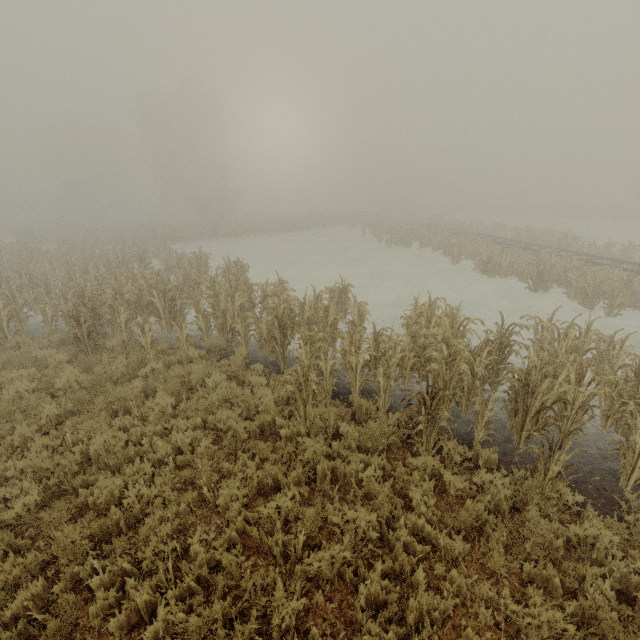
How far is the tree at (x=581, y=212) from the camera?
45.2 meters

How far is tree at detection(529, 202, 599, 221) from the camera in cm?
4519

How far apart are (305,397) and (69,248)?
26.4m
